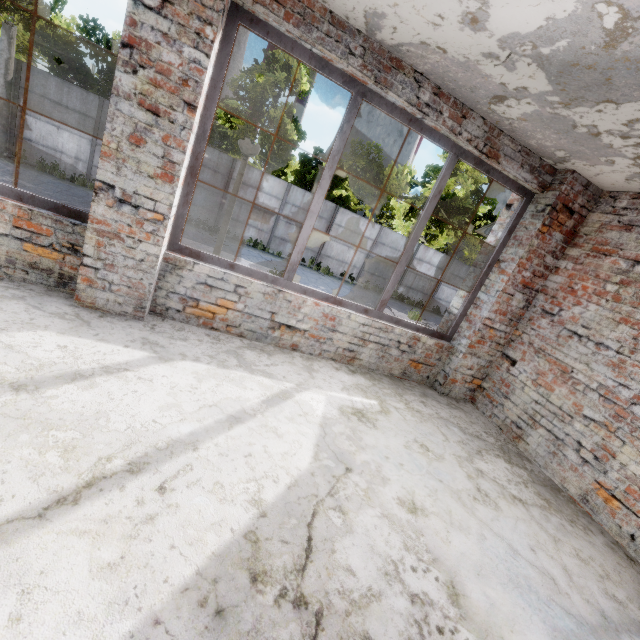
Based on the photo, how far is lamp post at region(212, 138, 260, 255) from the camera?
4.5 meters

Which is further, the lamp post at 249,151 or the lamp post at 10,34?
the lamp post at 10,34

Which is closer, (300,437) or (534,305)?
(300,437)

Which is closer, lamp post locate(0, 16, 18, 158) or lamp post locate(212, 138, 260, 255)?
lamp post locate(212, 138, 260, 255)

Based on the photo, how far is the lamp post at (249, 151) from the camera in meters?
4.5 m
